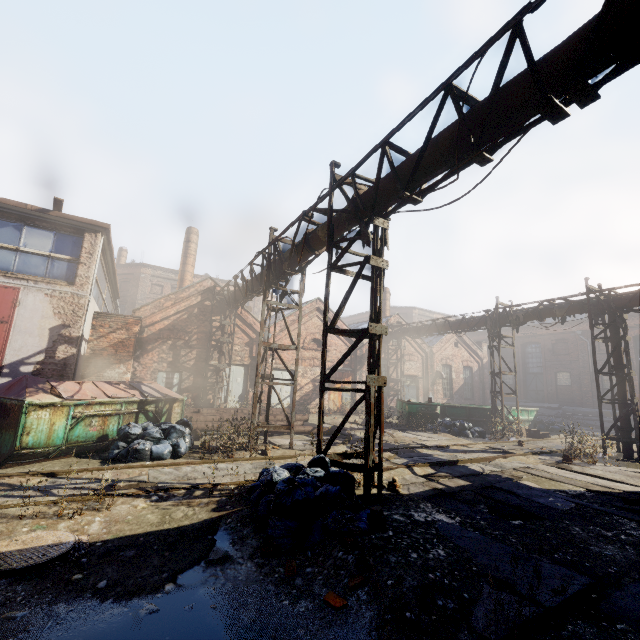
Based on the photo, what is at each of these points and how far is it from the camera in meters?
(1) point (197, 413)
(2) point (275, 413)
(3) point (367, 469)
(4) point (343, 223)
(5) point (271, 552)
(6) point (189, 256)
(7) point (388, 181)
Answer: (1) pipe, 12.7 m
(2) pipe, 15.2 m
(3) scaffolding, 5.6 m
(4) pipe, 7.7 m
(5) instancedfoliageactor, 3.9 m
(6) building, 23.7 m
(7) pipe, 6.2 m

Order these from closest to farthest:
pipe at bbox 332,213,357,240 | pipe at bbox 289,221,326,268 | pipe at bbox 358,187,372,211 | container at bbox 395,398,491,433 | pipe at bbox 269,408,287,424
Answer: pipe at bbox 358,187,372,211 → pipe at bbox 332,213,357,240 → pipe at bbox 289,221,326,268 → pipe at bbox 269,408,287,424 → container at bbox 395,398,491,433

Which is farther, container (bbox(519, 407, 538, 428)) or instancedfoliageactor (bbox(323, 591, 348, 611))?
container (bbox(519, 407, 538, 428))

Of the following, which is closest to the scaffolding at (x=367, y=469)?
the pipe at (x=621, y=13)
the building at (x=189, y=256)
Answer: the pipe at (x=621, y=13)

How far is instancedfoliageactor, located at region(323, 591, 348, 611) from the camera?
3.0 meters

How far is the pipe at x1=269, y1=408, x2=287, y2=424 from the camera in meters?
13.7 m

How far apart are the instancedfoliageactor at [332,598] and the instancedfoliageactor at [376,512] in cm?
62

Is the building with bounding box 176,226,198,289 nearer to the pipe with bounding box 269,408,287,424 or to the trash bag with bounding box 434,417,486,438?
the pipe with bounding box 269,408,287,424
